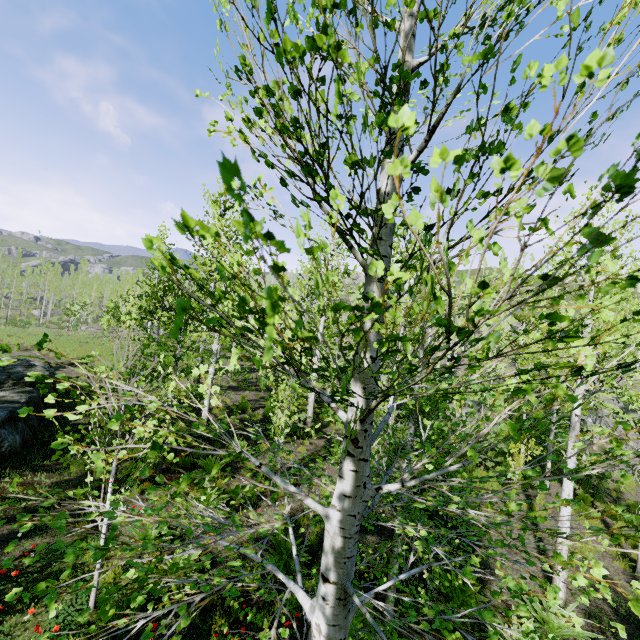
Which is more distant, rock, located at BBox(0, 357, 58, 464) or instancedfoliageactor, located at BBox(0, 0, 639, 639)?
rock, located at BBox(0, 357, 58, 464)

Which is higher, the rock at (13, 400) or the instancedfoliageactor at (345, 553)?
the instancedfoliageactor at (345, 553)

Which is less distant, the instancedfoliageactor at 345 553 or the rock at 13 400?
the instancedfoliageactor at 345 553

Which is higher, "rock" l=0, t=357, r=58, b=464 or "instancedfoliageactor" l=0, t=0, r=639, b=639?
"instancedfoliageactor" l=0, t=0, r=639, b=639

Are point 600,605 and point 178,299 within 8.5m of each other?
no
